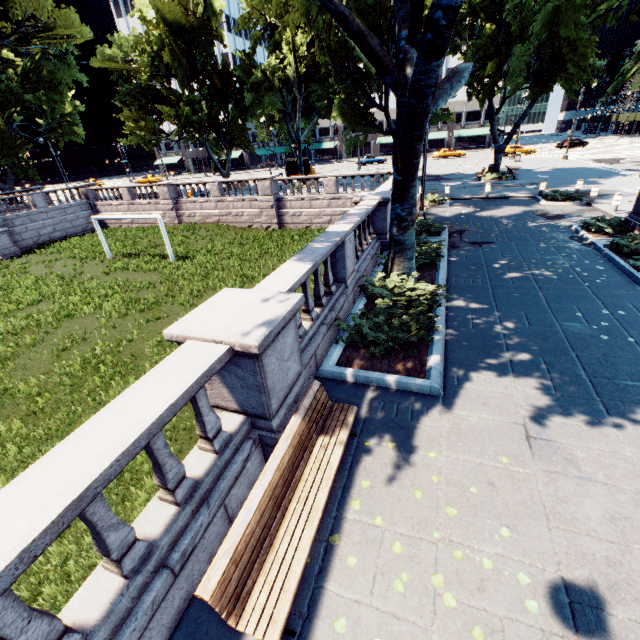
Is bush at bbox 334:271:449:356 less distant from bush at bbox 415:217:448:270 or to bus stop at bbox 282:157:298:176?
bush at bbox 415:217:448:270

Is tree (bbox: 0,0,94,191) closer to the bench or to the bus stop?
the bench

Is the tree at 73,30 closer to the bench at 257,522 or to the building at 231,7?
the building at 231,7

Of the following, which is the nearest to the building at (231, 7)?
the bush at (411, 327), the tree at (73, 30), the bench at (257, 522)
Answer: the tree at (73, 30)

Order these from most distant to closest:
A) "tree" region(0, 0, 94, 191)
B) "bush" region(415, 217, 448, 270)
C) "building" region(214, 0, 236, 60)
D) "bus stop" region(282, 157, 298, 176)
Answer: "building" region(214, 0, 236, 60), "bus stop" region(282, 157, 298, 176), "tree" region(0, 0, 94, 191), "bush" region(415, 217, 448, 270)

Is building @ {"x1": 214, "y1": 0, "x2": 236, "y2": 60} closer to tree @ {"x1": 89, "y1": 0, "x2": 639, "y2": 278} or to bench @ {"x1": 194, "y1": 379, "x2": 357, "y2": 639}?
tree @ {"x1": 89, "y1": 0, "x2": 639, "y2": 278}

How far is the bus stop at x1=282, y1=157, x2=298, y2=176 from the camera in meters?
42.4

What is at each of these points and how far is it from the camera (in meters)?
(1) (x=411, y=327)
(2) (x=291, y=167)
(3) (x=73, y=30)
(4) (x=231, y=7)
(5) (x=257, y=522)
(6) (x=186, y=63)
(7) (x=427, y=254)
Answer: (1) bush, 7.56
(2) bus stop, 42.75
(3) tree, 32.31
(4) building, 58.69
(5) bench, 3.43
(6) tree, 29.41
(7) bush, 11.63
